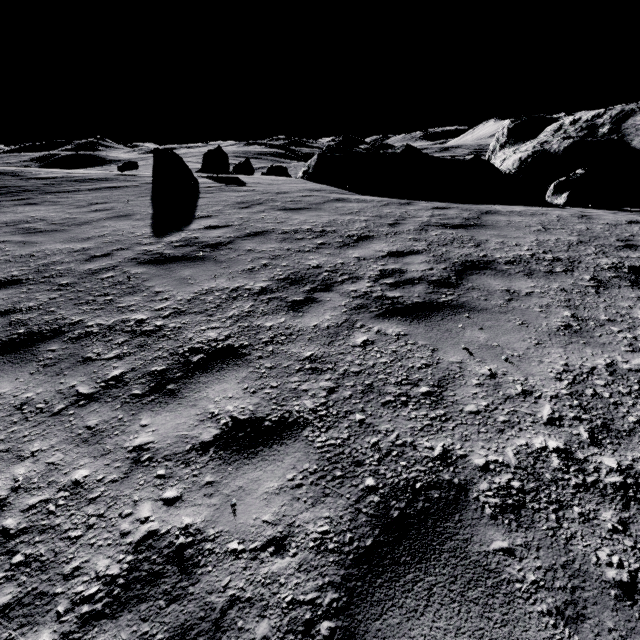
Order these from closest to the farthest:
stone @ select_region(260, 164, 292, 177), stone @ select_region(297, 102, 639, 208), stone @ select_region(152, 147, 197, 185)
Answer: stone @ select_region(152, 147, 197, 185) < stone @ select_region(297, 102, 639, 208) < stone @ select_region(260, 164, 292, 177)

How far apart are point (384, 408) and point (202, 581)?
1.5m

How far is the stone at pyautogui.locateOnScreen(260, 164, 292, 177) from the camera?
39.22m

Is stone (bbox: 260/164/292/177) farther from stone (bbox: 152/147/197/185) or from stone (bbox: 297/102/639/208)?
stone (bbox: 152/147/197/185)

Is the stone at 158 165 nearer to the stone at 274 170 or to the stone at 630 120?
the stone at 630 120

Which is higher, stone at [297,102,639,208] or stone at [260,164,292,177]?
stone at [297,102,639,208]
